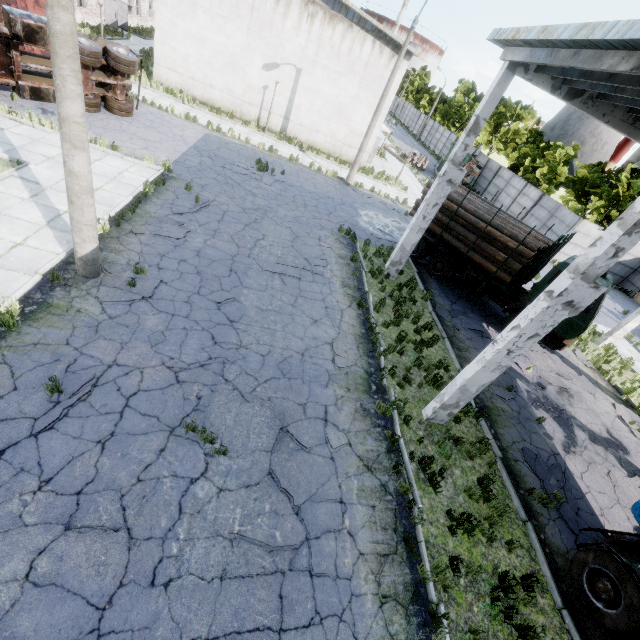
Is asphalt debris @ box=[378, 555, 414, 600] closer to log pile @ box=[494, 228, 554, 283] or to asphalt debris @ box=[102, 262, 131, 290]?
asphalt debris @ box=[102, 262, 131, 290]

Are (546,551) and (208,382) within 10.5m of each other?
yes

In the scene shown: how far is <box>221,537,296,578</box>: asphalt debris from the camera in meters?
4.9 m

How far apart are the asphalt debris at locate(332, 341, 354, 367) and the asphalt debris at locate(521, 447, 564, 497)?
4.7m

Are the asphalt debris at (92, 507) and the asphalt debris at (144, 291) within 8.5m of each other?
yes

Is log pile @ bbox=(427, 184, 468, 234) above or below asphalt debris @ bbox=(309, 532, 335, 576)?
above

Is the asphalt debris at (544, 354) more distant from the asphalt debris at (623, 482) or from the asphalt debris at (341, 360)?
the asphalt debris at (341, 360)
